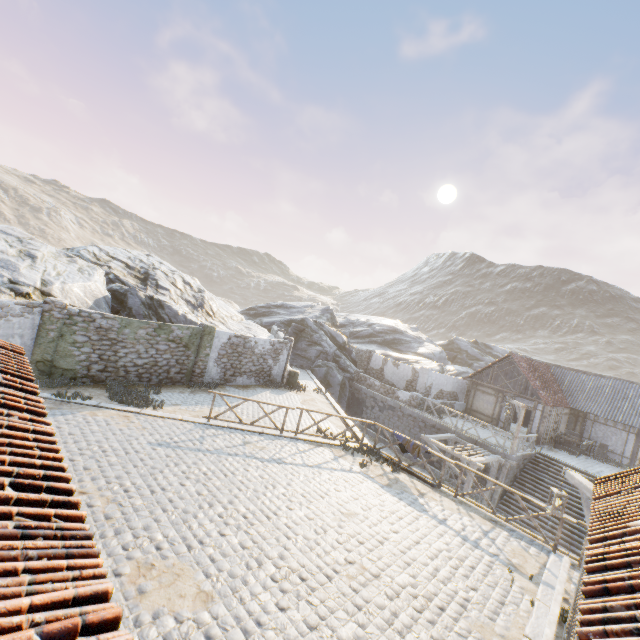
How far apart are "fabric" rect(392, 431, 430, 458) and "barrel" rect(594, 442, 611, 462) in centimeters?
1959cm

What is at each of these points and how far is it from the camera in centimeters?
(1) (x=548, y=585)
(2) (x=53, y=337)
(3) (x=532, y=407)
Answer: (1) stone blocks, 779cm
(2) stone column, 1212cm
(3) building, 2322cm

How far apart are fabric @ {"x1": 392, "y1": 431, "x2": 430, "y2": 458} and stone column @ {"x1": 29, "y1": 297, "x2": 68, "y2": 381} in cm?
1353

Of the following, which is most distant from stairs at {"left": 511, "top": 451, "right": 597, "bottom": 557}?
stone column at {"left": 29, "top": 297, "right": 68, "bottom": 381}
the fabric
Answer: stone column at {"left": 29, "top": 297, "right": 68, "bottom": 381}

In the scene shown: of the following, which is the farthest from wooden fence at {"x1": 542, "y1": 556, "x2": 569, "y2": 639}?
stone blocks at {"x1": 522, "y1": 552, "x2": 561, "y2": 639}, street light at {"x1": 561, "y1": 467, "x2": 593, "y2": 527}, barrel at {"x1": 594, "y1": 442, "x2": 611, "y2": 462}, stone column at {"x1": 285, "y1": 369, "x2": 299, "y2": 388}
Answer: barrel at {"x1": 594, "y1": 442, "x2": 611, "y2": 462}

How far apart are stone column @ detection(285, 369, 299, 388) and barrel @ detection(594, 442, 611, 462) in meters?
22.2

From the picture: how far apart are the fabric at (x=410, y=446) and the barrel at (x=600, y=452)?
19.6 meters

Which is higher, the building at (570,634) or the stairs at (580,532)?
the building at (570,634)
